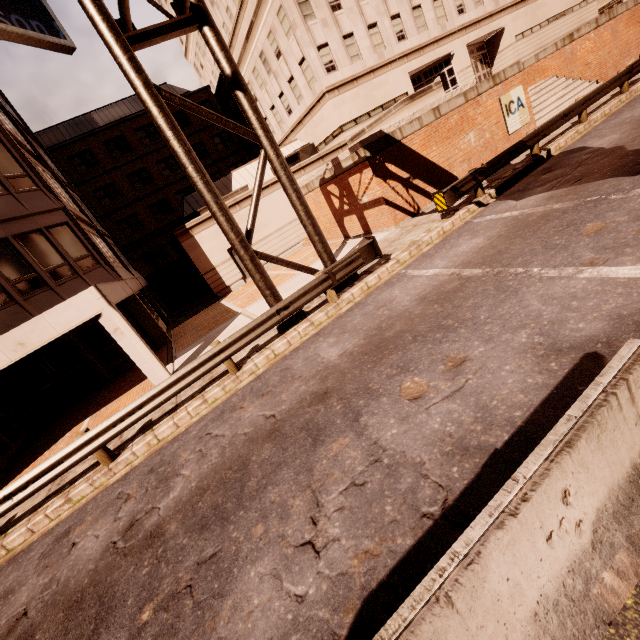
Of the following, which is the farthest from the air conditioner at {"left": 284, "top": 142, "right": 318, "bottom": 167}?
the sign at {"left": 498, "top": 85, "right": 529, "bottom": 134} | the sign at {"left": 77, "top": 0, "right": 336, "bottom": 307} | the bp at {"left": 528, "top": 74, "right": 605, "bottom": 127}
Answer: the sign at {"left": 77, "top": 0, "right": 336, "bottom": 307}

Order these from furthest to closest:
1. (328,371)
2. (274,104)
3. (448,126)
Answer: (274,104) → (448,126) → (328,371)

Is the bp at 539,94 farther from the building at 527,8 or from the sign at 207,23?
the sign at 207,23

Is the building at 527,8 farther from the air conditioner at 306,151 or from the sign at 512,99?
the sign at 512,99

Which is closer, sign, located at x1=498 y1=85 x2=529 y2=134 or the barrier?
the barrier

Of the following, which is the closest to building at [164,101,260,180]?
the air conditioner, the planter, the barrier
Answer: the air conditioner

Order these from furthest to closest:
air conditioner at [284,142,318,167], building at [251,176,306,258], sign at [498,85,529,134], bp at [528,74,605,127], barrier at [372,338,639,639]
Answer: air conditioner at [284,142,318,167] → building at [251,176,306,258] → bp at [528,74,605,127] → sign at [498,85,529,134] → barrier at [372,338,639,639]

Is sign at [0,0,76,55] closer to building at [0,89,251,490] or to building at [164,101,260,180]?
building at [0,89,251,490]
